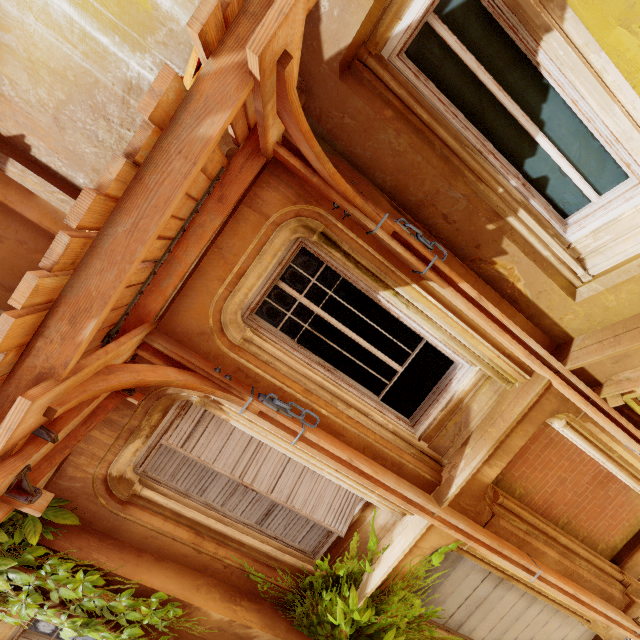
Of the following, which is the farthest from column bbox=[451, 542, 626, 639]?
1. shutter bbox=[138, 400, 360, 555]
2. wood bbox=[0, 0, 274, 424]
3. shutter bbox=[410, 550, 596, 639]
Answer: wood bbox=[0, 0, 274, 424]

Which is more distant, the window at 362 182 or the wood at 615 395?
the wood at 615 395

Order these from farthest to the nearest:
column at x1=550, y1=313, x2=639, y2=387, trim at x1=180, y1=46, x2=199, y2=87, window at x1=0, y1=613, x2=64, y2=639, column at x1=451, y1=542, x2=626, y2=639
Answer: column at x1=451, y1=542, x2=626, y2=639, window at x1=0, y1=613, x2=64, y2=639, column at x1=550, y1=313, x2=639, y2=387, trim at x1=180, y1=46, x2=199, y2=87

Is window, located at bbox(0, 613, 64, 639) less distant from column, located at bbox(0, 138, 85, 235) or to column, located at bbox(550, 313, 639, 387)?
column, located at bbox(550, 313, 639, 387)

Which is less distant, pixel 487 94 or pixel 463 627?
pixel 487 94

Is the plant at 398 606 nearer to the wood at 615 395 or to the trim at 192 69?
the trim at 192 69

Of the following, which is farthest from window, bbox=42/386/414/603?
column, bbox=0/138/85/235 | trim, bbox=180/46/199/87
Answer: column, bbox=0/138/85/235

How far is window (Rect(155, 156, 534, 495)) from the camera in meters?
3.1
